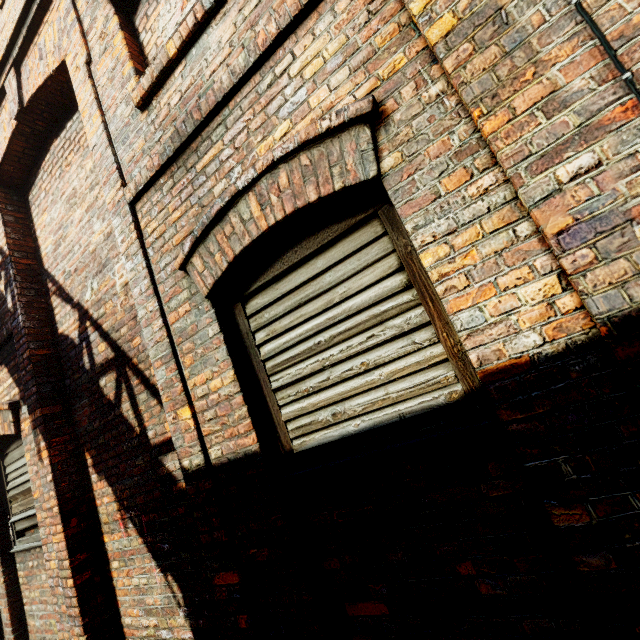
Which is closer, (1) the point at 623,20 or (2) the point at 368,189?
(1) the point at 623,20
